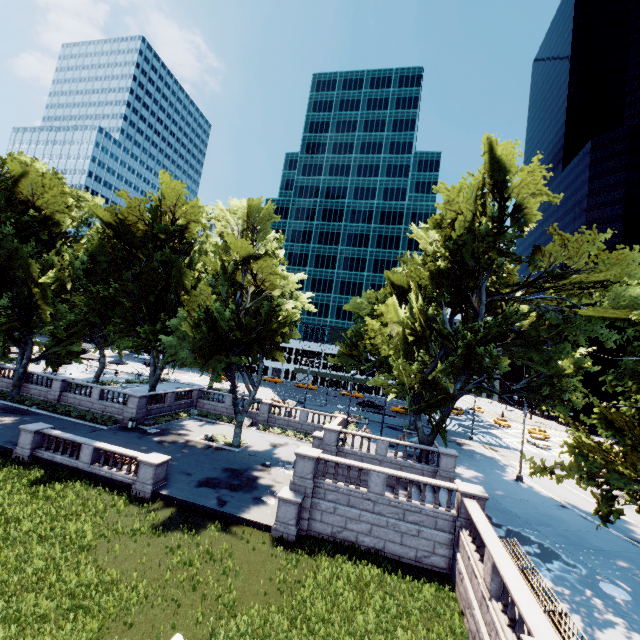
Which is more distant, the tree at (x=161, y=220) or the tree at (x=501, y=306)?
the tree at (x=161, y=220)

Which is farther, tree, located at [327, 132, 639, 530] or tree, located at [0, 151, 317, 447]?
tree, located at [0, 151, 317, 447]

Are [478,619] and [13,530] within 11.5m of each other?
no
